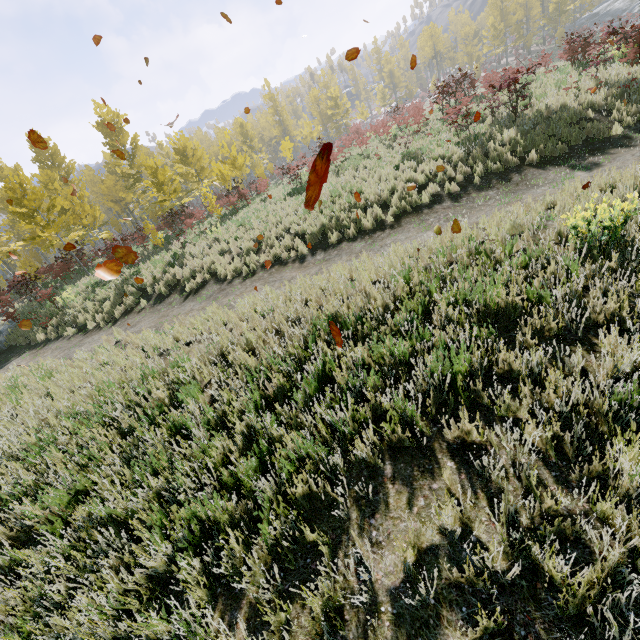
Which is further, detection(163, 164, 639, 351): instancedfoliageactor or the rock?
the rock

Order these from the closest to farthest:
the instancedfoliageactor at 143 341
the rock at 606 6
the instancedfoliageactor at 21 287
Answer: the instancedfoliageactor at 143 341 → the instancedfoliageactor at 21 287 → the rock at 606 6

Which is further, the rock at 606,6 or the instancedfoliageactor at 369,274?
the rock at 606,6

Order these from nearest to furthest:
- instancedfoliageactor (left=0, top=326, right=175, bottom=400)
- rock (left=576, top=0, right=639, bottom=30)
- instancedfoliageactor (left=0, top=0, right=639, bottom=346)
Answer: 1. instancedfoliageactor (left=0, top=326, right=175, bottom=400)
2. instancedfoliageactor (left=0, top=0, right=639, bottom=346)
3. rock (left=576, top=0, right=639, bottom=30)

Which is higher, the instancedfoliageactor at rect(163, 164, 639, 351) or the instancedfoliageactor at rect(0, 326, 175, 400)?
the instancedfoliageactor at rect(0, 326, 175, 400)

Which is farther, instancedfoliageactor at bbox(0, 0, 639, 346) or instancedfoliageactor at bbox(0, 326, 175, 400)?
instancedfoliageactor at bbox(0, 0, 639, 346)

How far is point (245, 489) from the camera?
3.1m
